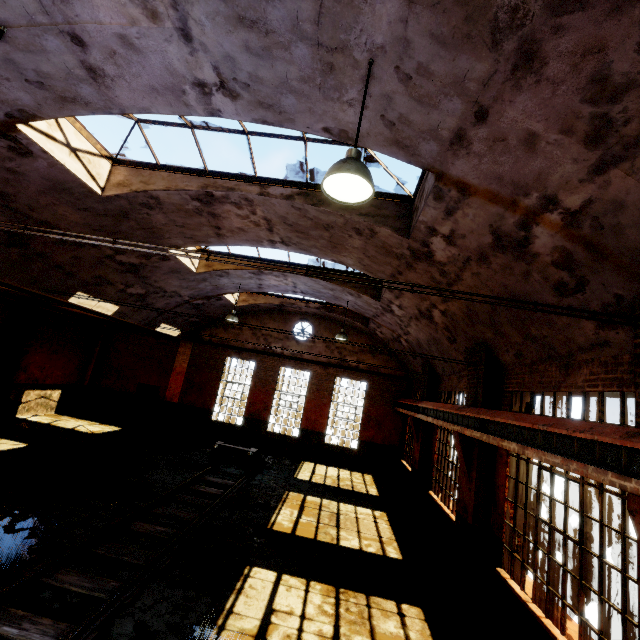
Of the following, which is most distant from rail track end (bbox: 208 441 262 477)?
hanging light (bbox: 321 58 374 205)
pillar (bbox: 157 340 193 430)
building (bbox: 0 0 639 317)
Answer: hanging light (bbox: 321 58 374 205)

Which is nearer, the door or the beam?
the beam

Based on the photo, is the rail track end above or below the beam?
below

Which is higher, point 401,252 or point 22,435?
point 401,252

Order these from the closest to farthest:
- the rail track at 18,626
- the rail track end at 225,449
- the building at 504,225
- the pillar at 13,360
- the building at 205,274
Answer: the building at 504,225 < the rail track at 18,626 < the building at 205,274 < the rail track end at 225,449 < the pillar at 13,360

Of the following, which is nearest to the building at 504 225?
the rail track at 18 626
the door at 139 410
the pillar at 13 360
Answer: the door at 139 410

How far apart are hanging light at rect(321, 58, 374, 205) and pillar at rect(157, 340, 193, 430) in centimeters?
1697cm

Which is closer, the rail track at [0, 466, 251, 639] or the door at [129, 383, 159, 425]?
the rail track at [0, 466, 251, 639]
